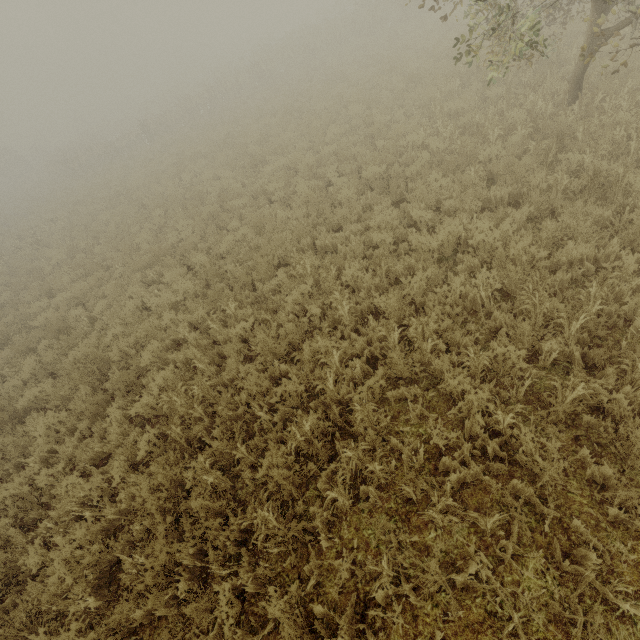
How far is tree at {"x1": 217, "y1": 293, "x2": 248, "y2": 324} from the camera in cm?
676

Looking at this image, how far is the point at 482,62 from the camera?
11.3m

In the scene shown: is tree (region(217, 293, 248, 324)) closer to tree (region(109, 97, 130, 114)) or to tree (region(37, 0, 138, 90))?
tree (region(109, 97, 130, 114))

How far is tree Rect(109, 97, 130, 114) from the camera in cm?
5609

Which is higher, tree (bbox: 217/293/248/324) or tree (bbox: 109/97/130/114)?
tree (bbox: 109/97/130/114)

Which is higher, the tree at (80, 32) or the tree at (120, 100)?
the tree at (80, 32)

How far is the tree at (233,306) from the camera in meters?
6.8
